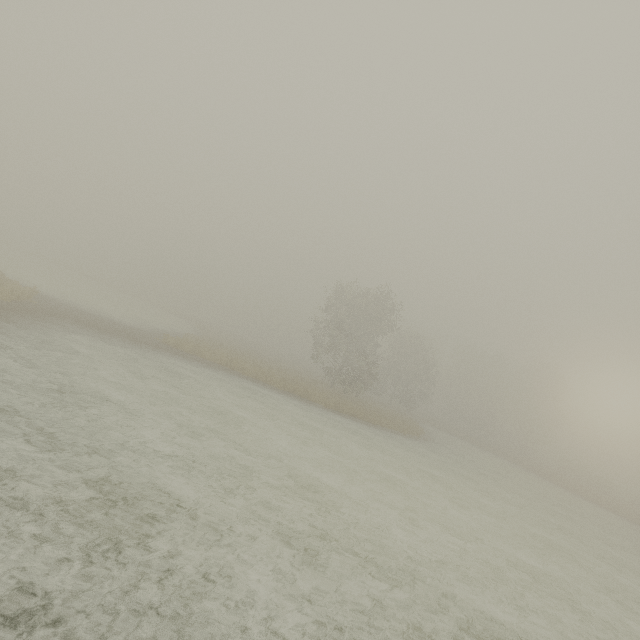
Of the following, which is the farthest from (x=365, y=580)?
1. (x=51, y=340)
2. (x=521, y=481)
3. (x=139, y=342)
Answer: (x=521, y=481)
